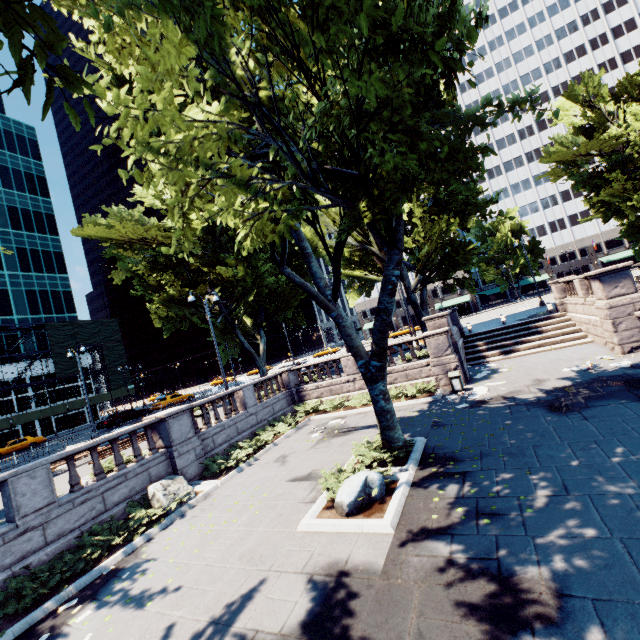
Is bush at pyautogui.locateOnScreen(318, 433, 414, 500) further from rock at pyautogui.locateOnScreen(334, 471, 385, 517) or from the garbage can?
the garbage can

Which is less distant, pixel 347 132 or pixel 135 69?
pixel 135 69

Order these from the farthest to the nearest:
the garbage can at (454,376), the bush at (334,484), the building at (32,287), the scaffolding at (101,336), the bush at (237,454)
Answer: the building at (32,287)
the scaffolding at (101,336)
the garbage can at (454,376)
the bush at (237,454)
the bush at (334,484)

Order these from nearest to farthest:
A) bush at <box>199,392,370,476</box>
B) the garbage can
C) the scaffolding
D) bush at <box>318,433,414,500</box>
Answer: bush at <box>318,433,414,500</box>, bush at <box>199,392,370,476</box>, the garbage can, the scaffolding

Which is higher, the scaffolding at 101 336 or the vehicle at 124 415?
the scaffolding at 101 336

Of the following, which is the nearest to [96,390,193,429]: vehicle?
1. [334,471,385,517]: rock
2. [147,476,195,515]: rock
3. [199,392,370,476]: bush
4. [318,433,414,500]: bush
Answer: [199,392,370,476]: bush

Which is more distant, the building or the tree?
the building

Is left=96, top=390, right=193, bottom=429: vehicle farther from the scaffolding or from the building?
the building
